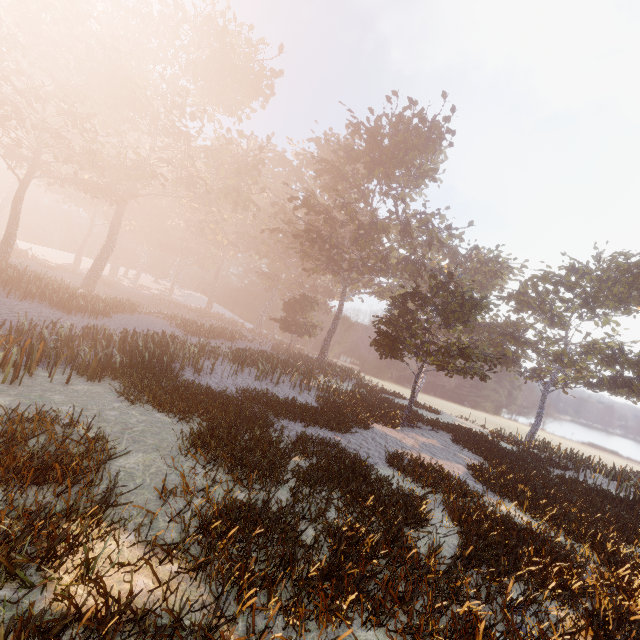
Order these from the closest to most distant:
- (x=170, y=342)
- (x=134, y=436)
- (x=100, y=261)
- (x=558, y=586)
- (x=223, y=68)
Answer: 1. (x=558, y=586)
2. (x=134, y=436)
3. (x=170, y=342)
4. (x=223, y=68)
5. (x=100, y=261)
